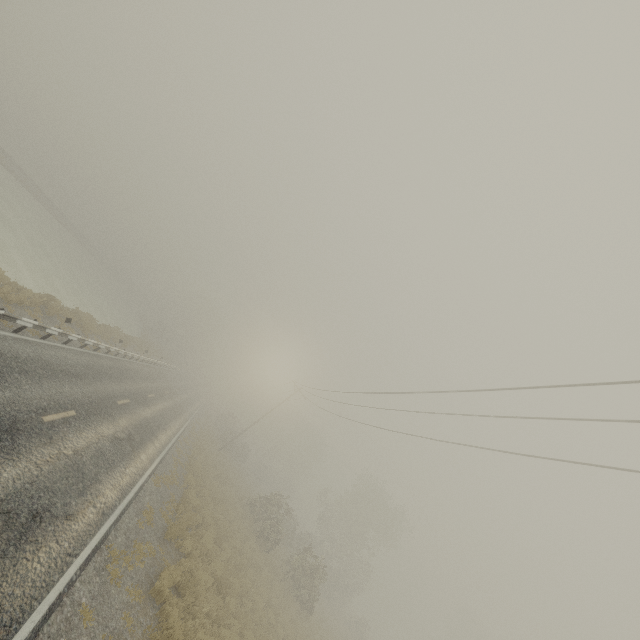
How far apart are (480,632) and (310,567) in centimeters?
4711cm
